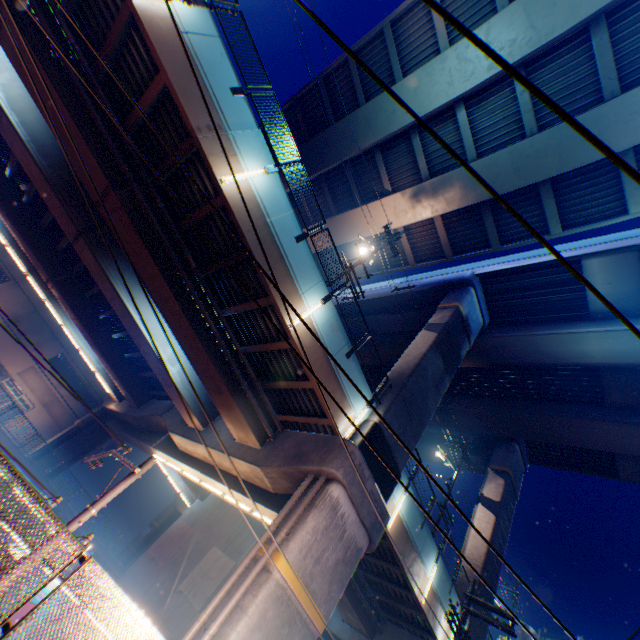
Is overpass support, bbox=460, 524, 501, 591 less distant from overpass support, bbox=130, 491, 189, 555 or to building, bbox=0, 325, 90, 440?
overpass support, bbox=130, 491, 189, 555

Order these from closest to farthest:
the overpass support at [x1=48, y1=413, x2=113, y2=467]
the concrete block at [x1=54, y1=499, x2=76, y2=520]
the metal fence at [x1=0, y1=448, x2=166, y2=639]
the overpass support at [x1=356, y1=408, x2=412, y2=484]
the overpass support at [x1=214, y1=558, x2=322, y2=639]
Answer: the metal fence at [x1=0, y1=448, x2=166, y2=639] → the overpass support at [x1=214, y1=558, x2=322, y2=639] → the overpass support at [x1=356, y1=408, x2=412, y2=484] → the concrete block at [x1=54, y1=499, x2=76, y2=520] → the overpass support at [x1=48, y1=413, x2=113, y2=467]

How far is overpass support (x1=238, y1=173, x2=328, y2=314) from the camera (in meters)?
10.62

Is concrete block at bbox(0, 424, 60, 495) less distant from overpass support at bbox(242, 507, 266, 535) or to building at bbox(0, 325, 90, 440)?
overpass support at bbox(242, 507, 266, 535)

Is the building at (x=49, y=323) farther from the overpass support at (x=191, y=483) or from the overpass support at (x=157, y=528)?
the overpass support at (x=157, y=528)

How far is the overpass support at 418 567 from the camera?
14.6m

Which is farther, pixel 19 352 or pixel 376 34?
pixel 19 352

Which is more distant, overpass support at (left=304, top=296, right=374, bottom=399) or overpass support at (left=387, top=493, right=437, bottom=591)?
overpass support at (left=387, top=493, right=437, bottom=591)
